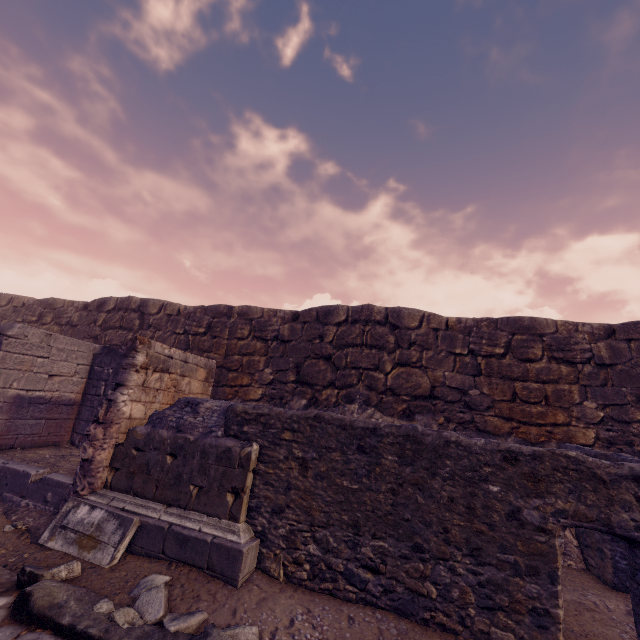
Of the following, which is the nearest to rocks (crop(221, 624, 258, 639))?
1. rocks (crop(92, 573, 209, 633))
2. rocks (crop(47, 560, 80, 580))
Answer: rocks (crop(92, 573, 209, 633))

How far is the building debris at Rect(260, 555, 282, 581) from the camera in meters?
3.8

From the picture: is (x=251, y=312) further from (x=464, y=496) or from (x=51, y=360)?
(x=464, y=496)

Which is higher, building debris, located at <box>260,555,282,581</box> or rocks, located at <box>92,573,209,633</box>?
building debris, located at <box>260,555,282,581</box>

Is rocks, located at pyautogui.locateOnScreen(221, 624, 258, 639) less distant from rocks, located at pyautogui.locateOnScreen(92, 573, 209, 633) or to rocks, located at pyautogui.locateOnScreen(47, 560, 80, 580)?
rocks, located at pyautogui.locateOnScreen(92, 573, 209, 633)

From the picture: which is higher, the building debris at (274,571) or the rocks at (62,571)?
the building debris at (274,571)

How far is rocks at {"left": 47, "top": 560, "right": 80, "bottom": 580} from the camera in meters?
3.4

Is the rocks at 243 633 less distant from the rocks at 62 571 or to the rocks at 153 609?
the rocks at 153 609
